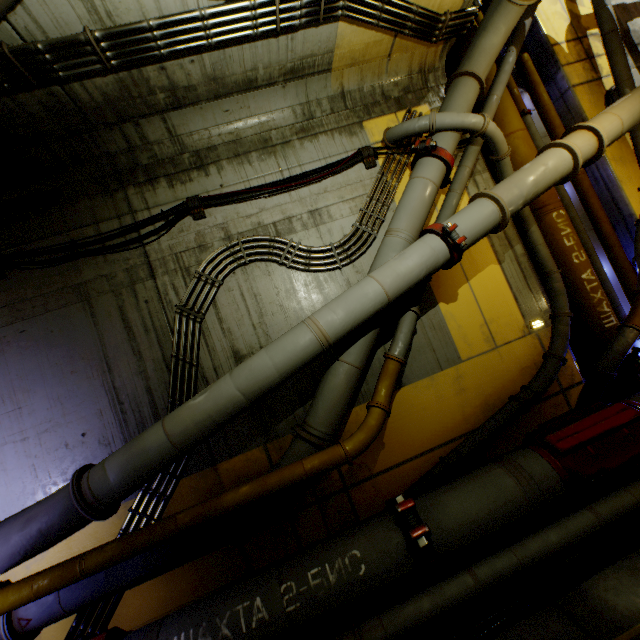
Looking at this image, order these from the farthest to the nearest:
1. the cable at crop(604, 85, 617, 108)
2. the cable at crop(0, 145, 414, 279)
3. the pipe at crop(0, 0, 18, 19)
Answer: the cable at crop(604, 85, 617, 108) → the cable at crop(0, 145, 414, 279) → the pipe at crop(0, 0, 18, 19)

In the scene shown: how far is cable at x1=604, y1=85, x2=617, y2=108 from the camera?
6.2m

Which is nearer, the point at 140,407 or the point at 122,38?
the point at 122,38

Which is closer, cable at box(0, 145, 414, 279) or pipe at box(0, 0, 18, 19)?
pipe at box(0, 0, 18, 19)

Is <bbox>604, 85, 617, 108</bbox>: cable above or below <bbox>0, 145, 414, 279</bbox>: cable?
below

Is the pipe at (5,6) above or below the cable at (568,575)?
above

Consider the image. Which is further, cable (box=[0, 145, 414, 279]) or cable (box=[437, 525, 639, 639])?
cable (box=[0, 145, 414, 279])

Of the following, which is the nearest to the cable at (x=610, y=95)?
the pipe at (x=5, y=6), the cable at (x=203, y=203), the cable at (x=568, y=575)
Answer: the pipe at (x=5, y=6)
